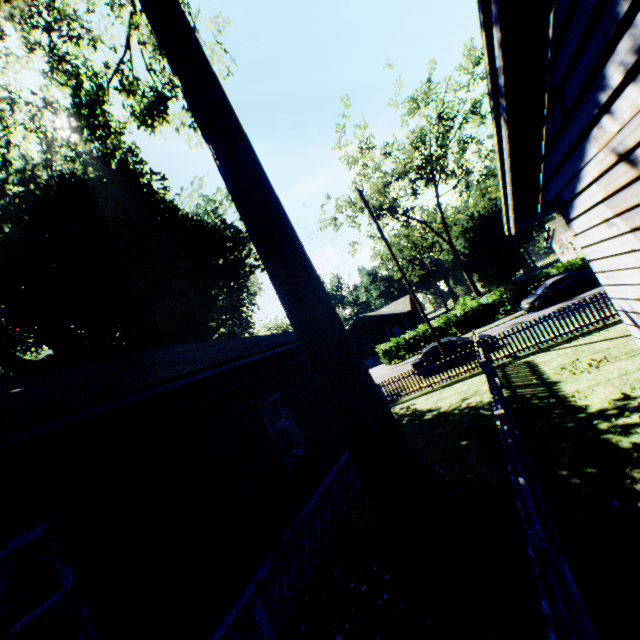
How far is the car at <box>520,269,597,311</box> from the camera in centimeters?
2255cm

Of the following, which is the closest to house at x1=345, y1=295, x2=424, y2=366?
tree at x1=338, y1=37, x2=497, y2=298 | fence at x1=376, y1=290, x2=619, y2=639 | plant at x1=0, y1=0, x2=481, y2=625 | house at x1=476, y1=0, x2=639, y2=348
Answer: tree at x1=338, y1=37, x2=497, y2=298

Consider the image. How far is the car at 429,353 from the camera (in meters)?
18.91

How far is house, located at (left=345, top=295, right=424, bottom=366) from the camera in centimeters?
4206cm

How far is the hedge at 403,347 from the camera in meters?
32.0 m

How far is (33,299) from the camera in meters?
16.8

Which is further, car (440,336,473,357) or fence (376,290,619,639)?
car (440,336,473,357)

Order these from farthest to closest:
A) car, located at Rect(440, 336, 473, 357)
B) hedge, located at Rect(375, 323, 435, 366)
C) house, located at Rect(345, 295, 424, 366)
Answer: house, located at Rect(345, 295, 424, 366)
hedge, located at Rect(375, 323, 435, 366)
car, located at Rect(440, 336, 473, 357)
